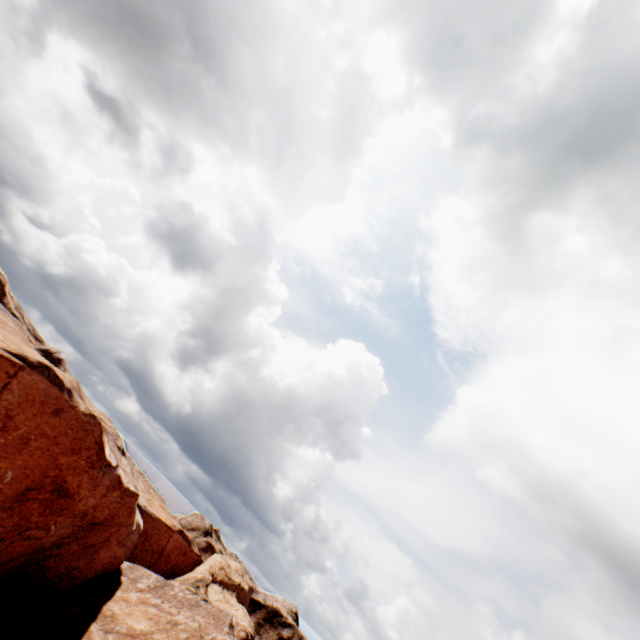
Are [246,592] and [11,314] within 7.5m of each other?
no
